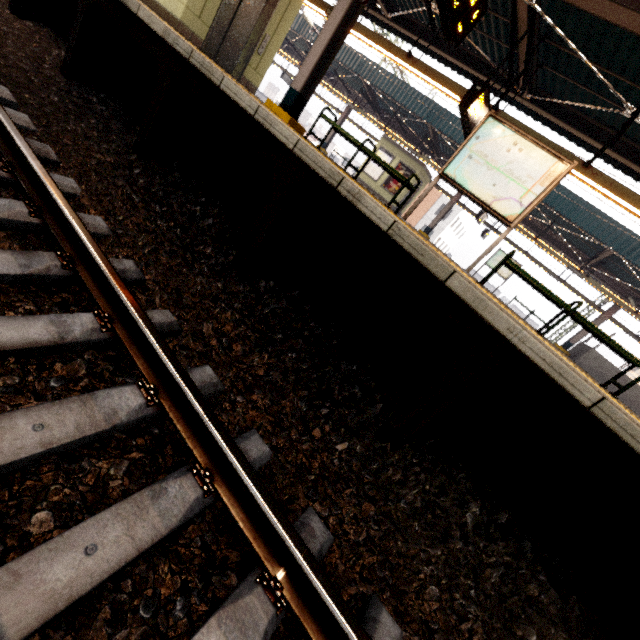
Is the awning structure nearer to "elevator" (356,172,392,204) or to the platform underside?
"elevator" (356,172,392,204)

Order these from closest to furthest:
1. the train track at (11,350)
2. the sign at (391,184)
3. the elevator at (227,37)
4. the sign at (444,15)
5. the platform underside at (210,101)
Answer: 1. the train track at (11,350)
2. the platform underside at (210,101)
3. the sign at (444,15)
4. the elevator at (227,37)
5. the sign at (391,184)

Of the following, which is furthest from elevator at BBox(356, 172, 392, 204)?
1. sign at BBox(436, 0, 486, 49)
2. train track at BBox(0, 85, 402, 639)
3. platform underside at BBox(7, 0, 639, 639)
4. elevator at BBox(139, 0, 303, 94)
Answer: train track at BBox(0, 85, 402, 639)

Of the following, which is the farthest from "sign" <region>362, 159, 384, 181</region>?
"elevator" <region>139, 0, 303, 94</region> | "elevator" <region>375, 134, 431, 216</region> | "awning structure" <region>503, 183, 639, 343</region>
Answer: "elevator" <region>139, 0, 303, 94</region>

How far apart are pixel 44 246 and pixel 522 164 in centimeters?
591cm

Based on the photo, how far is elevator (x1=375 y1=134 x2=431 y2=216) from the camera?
18.8 meters

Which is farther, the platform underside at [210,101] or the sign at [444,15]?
the sign at [444,15]

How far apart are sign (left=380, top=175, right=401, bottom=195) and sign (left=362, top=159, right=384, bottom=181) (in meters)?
0.27
